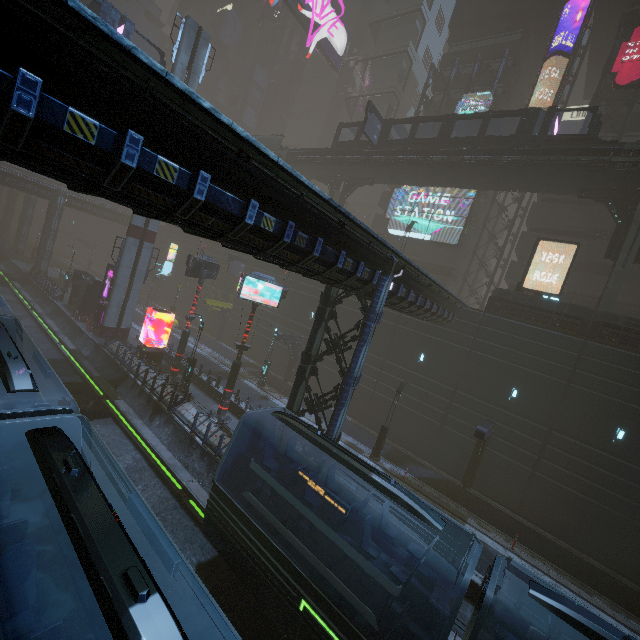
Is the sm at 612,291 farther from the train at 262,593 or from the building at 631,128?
the train at 262,593

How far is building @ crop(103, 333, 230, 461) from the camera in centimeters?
1705cm

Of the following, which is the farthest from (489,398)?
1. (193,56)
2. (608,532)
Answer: (193,56)

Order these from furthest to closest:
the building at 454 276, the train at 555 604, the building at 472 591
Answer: the building at 454 276, the building at 472 591, the train at 555 604

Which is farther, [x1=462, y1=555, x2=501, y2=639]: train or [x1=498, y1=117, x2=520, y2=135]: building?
[x1=498, y1=117, x2=520, y2=135]: building

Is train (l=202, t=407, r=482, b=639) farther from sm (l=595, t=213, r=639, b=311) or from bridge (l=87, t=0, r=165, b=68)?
bridge (l=87, t=0, r=165, b=68)

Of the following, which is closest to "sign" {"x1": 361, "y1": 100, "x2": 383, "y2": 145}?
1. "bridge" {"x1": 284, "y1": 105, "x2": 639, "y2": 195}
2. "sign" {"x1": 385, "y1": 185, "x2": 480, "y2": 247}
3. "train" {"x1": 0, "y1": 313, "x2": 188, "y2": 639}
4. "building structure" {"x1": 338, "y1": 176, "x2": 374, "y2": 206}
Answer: "bridge" {"x1": 284, "y1": 105, "x2": 639, "y2": 195}

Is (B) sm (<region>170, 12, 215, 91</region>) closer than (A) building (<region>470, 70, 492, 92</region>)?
Yes
